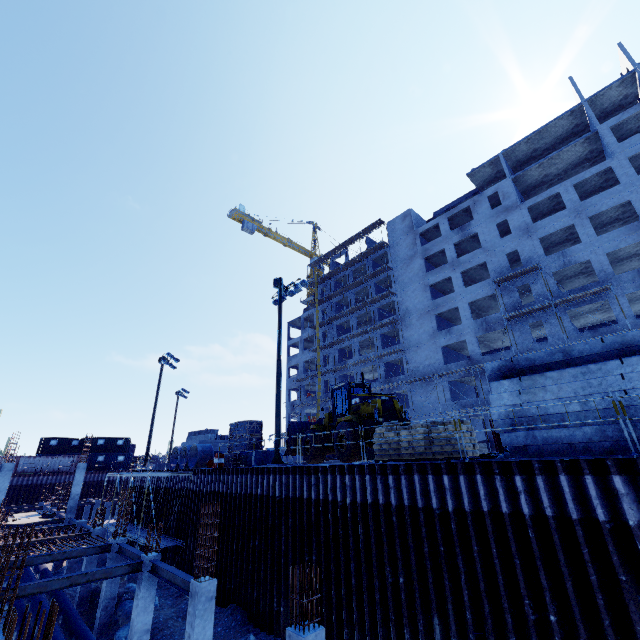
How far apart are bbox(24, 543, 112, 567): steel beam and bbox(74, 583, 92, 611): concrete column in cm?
452

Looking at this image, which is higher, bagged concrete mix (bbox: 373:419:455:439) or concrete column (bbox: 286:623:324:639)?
bagged concrete mix (bbox: 373:419:455:439)

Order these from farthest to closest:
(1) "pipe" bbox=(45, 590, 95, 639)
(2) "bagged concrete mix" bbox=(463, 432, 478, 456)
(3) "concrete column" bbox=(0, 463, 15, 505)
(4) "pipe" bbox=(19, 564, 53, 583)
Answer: (3) "concrete column" bbox=(0, 463, 15, 505)
(4) "pipe" bbox=(19, 564, 53, 583)
(1) "pipe" bbox=(45, 590, 95, 639)
(2) "bagged concrete mix" bbox=(463, 432, 478, 456)

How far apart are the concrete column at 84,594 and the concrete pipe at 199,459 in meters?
5.4 m

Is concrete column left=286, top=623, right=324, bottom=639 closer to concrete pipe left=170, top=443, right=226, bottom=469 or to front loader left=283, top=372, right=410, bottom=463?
front loader left=283, top=372, right=410, bottom=463

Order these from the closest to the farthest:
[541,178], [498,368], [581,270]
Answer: [498,368] < [581,270] < [541,178]

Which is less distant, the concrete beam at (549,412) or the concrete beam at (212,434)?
the concrete beam at (549,412)

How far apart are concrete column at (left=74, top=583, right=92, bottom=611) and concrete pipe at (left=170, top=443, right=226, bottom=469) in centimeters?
542cm
